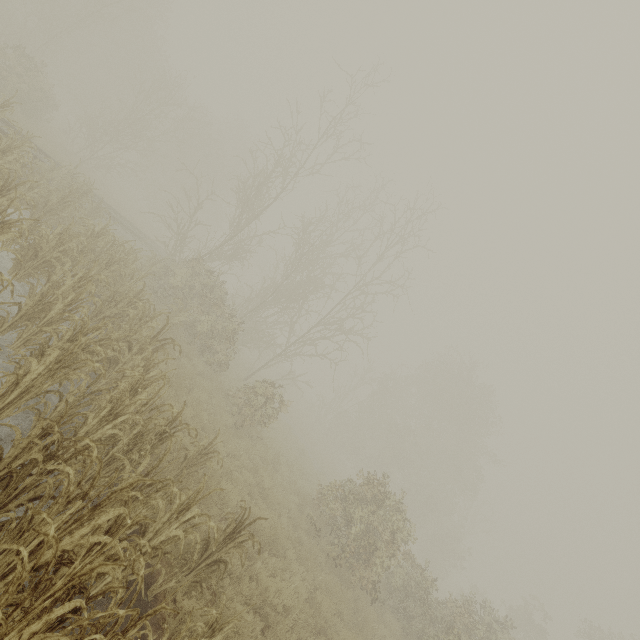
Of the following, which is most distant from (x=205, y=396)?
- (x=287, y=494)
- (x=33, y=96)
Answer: (x=33, y=96)
